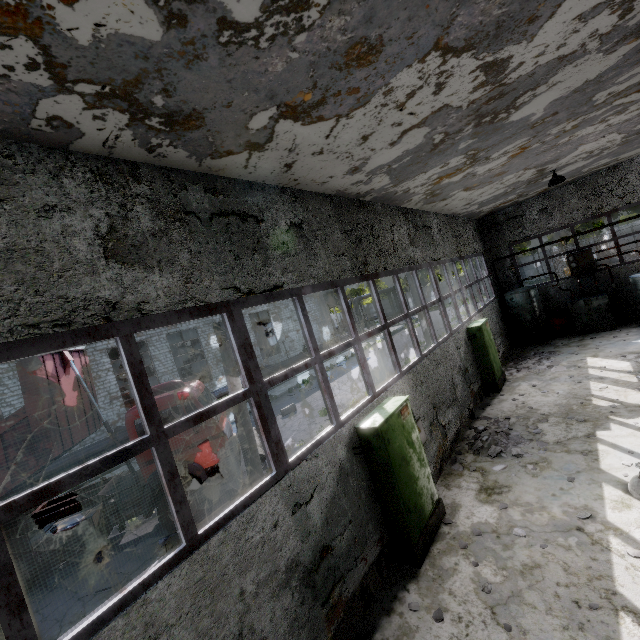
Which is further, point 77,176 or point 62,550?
point 62,550

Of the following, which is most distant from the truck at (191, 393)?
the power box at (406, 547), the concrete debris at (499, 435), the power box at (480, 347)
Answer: the power box at (480, 347)

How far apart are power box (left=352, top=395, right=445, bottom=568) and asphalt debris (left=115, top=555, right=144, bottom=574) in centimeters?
582cm

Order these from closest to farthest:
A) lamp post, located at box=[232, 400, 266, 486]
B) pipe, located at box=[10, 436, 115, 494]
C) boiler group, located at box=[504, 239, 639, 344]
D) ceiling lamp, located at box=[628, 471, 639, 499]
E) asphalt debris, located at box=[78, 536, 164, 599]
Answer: ceiling lamp, located at box=[628, 471, 639, 499]
asphalt debris, located at box=[78, 536, 164, 599]
lamp post, located at box=[232, 400, 266, 486]
boiler group, located at box=[504, 239, 639, 344]
pipe, located at box=[10, 436, 115, 494]

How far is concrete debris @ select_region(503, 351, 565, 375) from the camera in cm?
1220

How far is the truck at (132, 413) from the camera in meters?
8.5 m

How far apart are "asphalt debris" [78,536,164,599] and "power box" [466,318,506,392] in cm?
1095

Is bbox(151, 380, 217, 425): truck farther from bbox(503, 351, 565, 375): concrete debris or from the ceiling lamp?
bbox(503, 351, 565, 375): concrete debris
